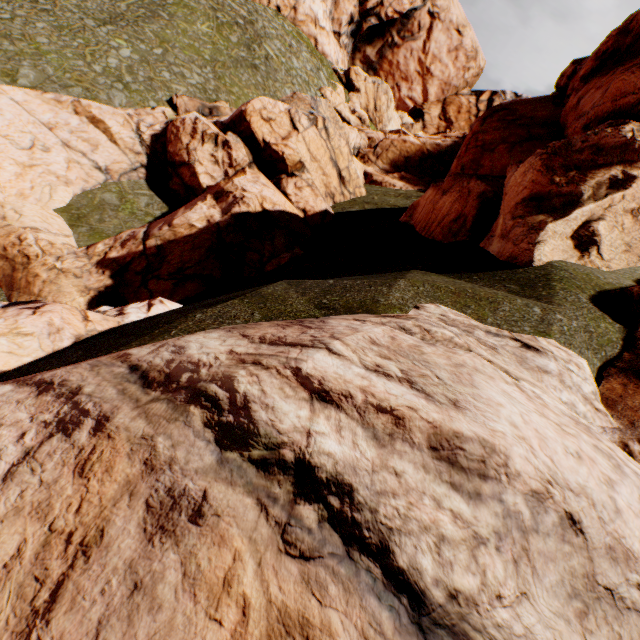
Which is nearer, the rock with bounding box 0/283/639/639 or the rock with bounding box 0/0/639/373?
the rock with bounding box 0/283/639/639

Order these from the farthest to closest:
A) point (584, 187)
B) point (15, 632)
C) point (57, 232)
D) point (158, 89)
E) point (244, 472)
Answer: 1. point (158, 89)
2. point (57, 232)
3. point (584, 187)
4. point (244, 472)
5. point (15, 632)

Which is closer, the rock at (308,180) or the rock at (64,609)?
the rock at (64,609)
